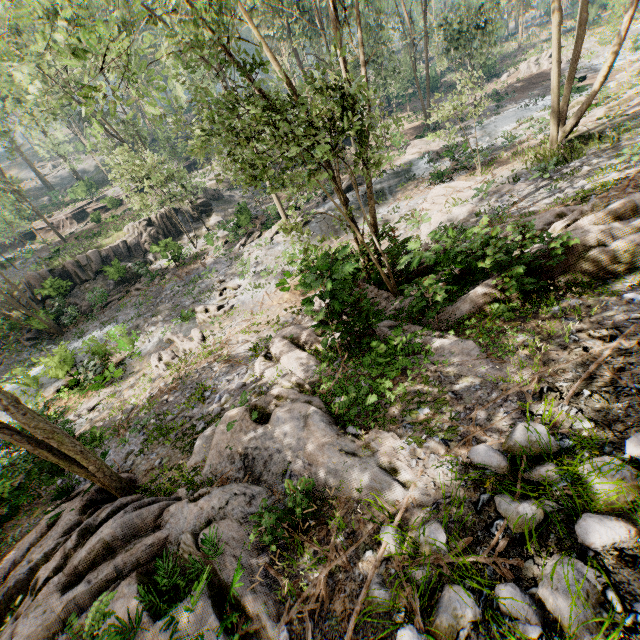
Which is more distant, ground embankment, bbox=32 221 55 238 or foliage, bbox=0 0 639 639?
ground embankment, bbox=32 221 55 238

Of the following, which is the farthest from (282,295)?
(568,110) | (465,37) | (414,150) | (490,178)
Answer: (465,37)

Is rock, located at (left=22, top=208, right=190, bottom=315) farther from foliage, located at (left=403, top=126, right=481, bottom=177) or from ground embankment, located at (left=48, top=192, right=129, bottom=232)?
ground embankment, located at (left=48, top=192, right=129, bottom=232)

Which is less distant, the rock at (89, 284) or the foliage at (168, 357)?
the foliage at (168, 357)

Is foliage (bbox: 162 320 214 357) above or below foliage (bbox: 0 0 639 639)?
below

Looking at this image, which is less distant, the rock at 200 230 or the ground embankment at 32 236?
the rock at 200 230

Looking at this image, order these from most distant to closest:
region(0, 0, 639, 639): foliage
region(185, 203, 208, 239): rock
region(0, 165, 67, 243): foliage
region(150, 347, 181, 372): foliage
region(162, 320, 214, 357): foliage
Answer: region(185, 203, 208, 239): rock, region(0, 165, 67, 243): foliage, region(162, 320, 214, 357): foliage, region(150, 347, 181, 372): foliage, region(0, 0, 639, 639): foliage
